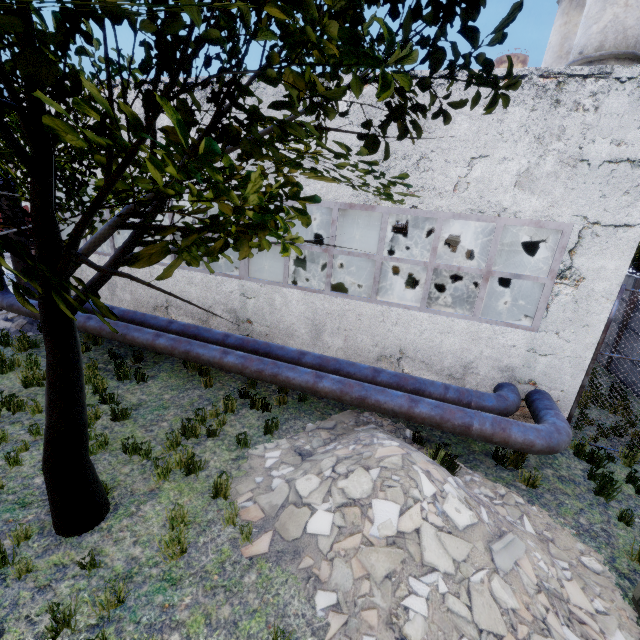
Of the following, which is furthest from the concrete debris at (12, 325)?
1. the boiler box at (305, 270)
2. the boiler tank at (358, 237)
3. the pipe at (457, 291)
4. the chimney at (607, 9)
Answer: the chimney at (607, 9)

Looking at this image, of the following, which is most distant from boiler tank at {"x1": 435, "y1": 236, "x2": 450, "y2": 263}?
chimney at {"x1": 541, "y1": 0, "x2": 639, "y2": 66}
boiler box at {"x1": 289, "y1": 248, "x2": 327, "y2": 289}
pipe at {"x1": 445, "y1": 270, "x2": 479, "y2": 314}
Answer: boiler box at {"x1": 289, "y1": 248, "x2": 327, "y2": 289}

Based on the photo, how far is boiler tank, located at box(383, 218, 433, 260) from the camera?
17.7m

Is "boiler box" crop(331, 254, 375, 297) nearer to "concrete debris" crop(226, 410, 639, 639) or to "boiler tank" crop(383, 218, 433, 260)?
"concrete debris" crop(226, 410, 639, 639)

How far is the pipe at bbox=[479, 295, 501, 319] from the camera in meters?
13.8 m

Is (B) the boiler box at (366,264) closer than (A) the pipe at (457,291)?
Yes

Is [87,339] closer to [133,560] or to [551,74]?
[133,560]
